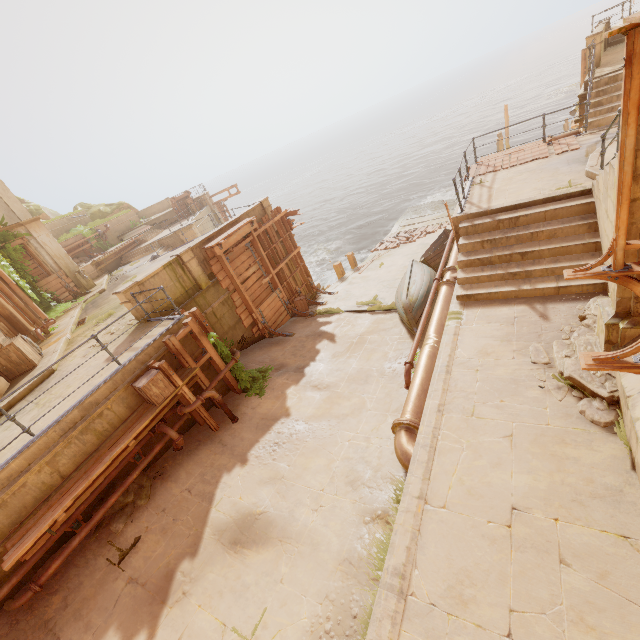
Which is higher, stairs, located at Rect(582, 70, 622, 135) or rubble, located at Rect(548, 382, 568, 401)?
stairs, located at Rect(582, 70, 622, 135)

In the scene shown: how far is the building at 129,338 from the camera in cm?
890

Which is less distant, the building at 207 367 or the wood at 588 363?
the wood at 588 363

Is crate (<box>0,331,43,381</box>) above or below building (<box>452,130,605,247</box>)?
above

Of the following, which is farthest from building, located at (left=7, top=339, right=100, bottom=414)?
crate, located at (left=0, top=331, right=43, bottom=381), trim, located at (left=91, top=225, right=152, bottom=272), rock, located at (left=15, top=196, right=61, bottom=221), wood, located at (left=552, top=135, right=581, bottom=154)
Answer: wood, located at (left=552, top=135, right=581, bottom=154)

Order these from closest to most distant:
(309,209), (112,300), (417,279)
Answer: (417,279) < (112,300) < (309,209)

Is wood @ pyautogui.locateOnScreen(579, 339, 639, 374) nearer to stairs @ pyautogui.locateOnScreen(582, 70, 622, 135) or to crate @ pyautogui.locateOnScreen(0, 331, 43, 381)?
stairs @ pyautogui.locateOnScreen(582, 70, 622, 135)

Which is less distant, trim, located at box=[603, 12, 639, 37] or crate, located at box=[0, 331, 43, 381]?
trim, located at box=[603, 12, 639, 37]
